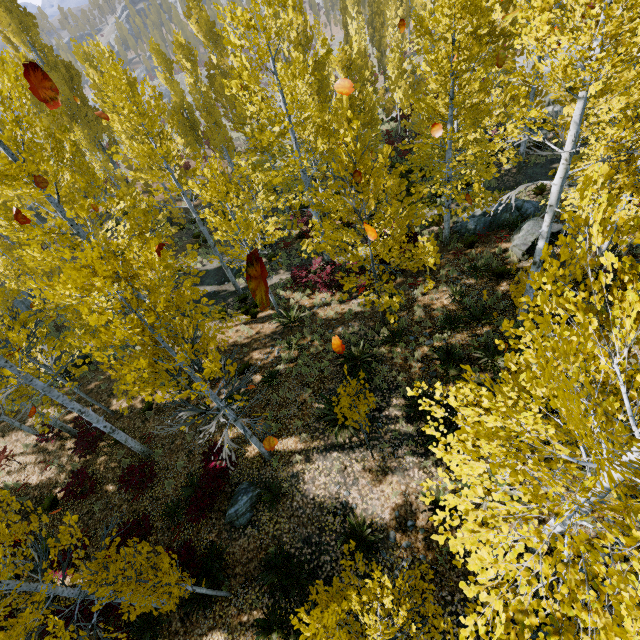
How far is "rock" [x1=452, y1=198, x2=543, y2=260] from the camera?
11.4 meters

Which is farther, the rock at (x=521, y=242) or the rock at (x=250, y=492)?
the rock at (x=521, y=242)

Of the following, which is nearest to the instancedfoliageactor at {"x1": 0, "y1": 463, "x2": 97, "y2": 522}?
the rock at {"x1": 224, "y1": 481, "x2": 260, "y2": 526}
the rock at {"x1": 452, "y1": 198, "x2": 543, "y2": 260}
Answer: the rock at {"x1": 224, "y1": 481, "x2": 260, "y2": 526}

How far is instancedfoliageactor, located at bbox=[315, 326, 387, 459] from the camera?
6.6m

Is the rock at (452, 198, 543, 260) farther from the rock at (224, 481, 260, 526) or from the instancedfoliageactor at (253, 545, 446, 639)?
the rock at (224, 481, 260, 526)

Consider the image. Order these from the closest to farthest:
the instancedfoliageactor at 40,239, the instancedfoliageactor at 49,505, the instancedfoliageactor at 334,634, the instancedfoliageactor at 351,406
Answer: the instancedfoliageactor at 40,239 < the instancedfoliageactor at 334,634 < the instancedfoliageactor at 49,505 < the instancedfoliageactor at 351,406

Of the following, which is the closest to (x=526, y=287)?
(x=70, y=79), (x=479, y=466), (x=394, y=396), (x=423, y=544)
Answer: (x=394, y=396)
